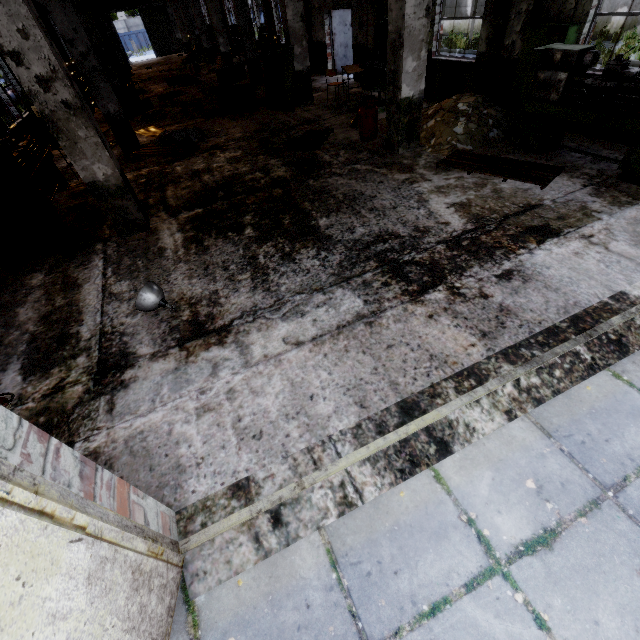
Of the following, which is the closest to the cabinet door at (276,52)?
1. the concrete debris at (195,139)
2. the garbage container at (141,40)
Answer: the concrete debris at (195,139)

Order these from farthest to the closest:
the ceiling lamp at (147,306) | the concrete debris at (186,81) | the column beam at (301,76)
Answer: the concrete debris at (186,81)
the column beam at (301,76)
the ceiling lamp at (147,306)

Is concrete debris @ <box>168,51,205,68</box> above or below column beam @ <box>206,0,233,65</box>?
below

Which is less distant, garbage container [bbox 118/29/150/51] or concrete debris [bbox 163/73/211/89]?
concrete debris [bbox 163/73/211/89]

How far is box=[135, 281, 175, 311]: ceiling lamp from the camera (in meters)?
4.04

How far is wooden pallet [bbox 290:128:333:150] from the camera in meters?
8.0

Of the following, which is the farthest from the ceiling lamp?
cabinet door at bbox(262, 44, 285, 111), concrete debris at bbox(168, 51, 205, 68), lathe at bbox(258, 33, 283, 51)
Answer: concrete debris at bbox(168, 51, 205, 68)

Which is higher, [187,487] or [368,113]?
[368,113]
